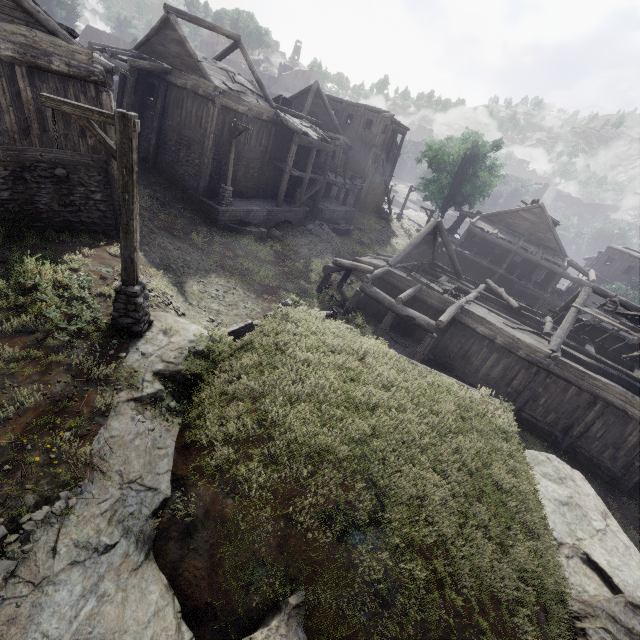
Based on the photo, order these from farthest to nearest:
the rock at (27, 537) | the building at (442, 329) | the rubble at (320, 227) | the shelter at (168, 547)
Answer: the rubble at (320, 227) → the building at (442, 329) → the shelter at (168, 547) → the rock at (27, 537)

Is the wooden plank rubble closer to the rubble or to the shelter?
the shelter

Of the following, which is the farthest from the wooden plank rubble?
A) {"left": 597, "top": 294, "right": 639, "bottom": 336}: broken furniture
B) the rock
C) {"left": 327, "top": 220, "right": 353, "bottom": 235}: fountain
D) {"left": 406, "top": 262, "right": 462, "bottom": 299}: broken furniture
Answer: {"left": 327, "top": 220, "right": 353, "bottom": 235}: fountain

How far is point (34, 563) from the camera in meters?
4.1

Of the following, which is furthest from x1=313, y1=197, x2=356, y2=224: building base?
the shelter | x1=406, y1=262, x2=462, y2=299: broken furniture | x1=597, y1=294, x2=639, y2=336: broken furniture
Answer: x1=597, y1=294, x2=639, y2=336: broken furniture

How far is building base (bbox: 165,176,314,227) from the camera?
19.9 meters

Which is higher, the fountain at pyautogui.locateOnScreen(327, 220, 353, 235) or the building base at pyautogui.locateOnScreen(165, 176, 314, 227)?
the building base at pyautogui.locateOnScreen(165, 176, 314, 227)

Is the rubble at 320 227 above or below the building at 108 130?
below
